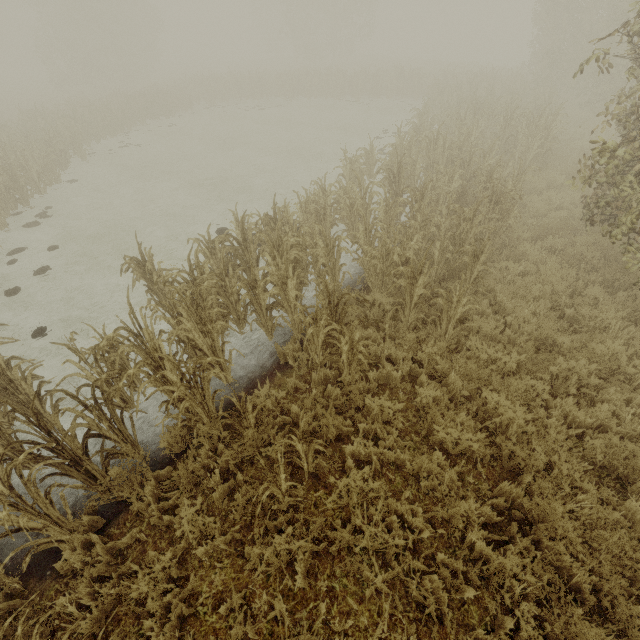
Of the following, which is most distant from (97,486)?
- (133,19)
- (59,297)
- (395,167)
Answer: (133,19)
